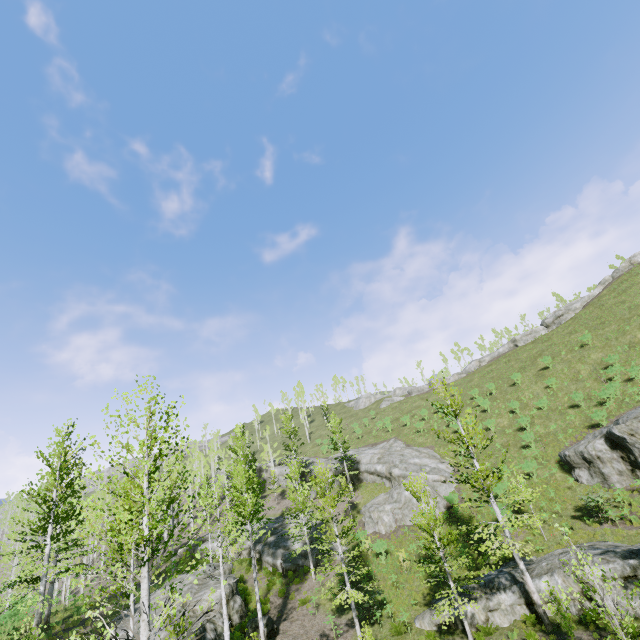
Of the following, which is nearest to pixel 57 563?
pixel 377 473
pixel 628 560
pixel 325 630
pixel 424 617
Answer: pixel 325 630

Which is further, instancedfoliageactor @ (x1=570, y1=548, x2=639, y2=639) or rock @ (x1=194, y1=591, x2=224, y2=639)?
rock @ (x1=194, y1=591, x2=224, y2=639)

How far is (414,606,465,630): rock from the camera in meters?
16.6 m

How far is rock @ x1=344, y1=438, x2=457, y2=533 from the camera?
28.7 meters

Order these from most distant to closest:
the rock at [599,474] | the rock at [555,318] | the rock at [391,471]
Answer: the rock at [555,318]
the rock at [391,471]
the rock at [599,474]

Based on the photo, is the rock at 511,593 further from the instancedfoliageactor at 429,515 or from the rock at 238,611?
the rock at 238,611

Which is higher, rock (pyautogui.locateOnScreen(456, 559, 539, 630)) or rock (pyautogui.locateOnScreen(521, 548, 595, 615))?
rock (pyautogui.locateOnScreen(521, 548, 595, 615))
